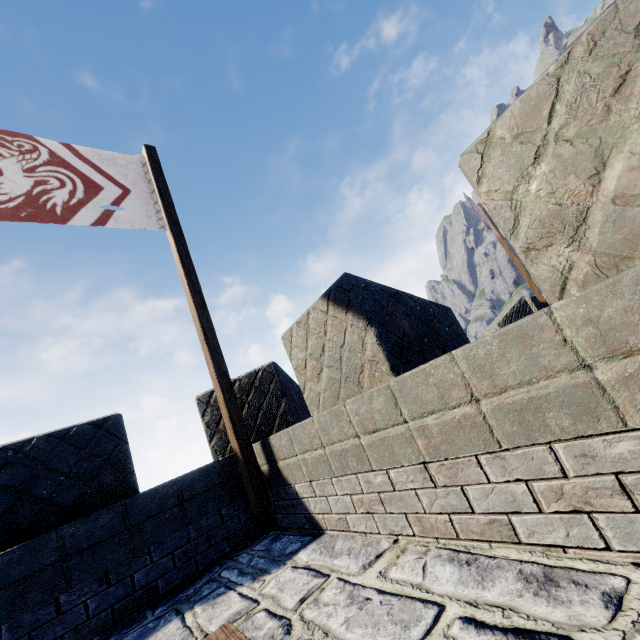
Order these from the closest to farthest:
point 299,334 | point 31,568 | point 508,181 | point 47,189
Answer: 1. point 508,181
2. point 31,568
3. point 299,334
4. point 47,189

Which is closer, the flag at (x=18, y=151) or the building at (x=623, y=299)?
the building at (x=623, y=299)

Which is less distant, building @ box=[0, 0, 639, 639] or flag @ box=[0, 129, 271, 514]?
building @ box=[0, 0, 639, 639]
